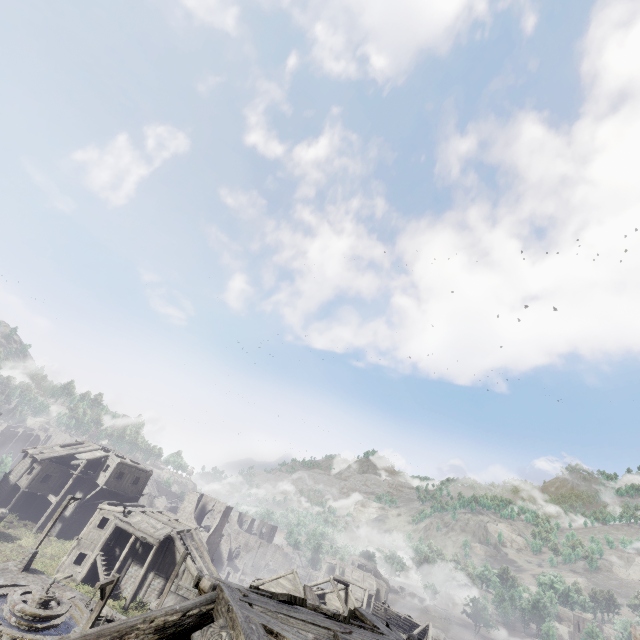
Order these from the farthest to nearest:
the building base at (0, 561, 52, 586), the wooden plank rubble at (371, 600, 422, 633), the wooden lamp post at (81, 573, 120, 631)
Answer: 1. the wooden plank rubble at (371, 600, 422, 633)
2. the building base at (0, 561, 52, 586)
3. the wooden lamp post at (81, 573, 120, 631)

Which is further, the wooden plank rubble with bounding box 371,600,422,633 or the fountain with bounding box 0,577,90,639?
the wooden plank rubble with bounding box 371,600,422,633

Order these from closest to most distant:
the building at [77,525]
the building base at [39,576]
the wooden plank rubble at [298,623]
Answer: the wooden plank rubble at [298,623] → the building at [77,525] → the building base at [39,576]

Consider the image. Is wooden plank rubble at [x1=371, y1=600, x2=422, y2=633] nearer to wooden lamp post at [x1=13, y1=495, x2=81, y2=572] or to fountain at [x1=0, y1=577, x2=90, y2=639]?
fountain at [x1=0, y1=577, x2=90, y2=639]

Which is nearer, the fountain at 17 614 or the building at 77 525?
the building at 77 525

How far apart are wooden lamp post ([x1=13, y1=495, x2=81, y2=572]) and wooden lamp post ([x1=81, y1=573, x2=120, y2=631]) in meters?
13.1

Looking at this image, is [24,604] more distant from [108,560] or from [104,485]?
[104,485]

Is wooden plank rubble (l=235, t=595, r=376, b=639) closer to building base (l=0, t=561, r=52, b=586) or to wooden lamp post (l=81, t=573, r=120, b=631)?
wooden lamp post (l=81, t=573, r=120, b=631)
